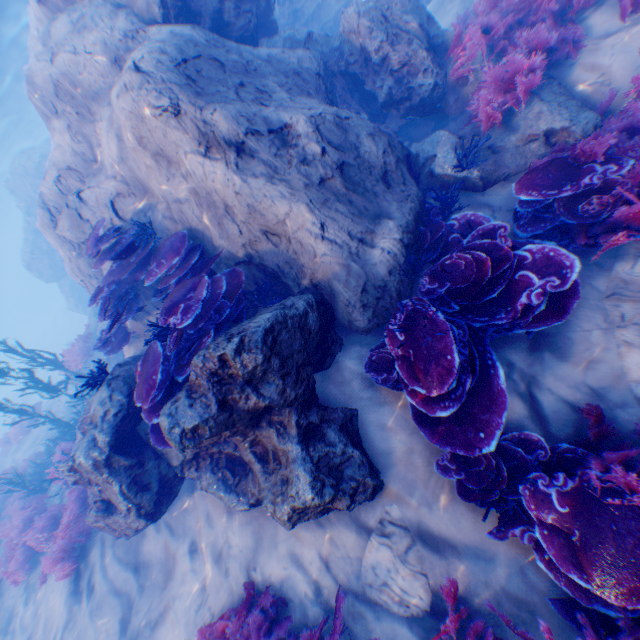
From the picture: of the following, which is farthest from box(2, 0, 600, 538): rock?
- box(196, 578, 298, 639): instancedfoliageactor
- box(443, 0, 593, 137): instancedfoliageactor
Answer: box(196, 578, 298, 639): instancedfoliageactor

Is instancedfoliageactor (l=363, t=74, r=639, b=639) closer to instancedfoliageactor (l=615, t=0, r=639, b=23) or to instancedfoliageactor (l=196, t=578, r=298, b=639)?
instancedfoliageactor (l=615, t=0, r=639, b=23)

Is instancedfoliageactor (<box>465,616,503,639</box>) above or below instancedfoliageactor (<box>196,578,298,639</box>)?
below

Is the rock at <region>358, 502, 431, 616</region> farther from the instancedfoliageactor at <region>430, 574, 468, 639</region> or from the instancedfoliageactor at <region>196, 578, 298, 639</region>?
the instancedfoliageactor at <region>196, 578, 298, 639</region>

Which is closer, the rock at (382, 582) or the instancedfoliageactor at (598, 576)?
the instancedfoliageactor at (598, 576)

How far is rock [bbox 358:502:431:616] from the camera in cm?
336

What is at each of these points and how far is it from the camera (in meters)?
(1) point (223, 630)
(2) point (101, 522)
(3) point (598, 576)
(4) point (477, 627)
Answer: (1) instancedfoliageactor, 4.09
(2) rock, 5.85
(3) instancedfoliageactor, 2.50
(4) instancedfoliageactor, 2.97

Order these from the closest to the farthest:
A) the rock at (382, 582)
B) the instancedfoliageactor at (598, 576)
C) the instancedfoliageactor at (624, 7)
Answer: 1. the instancedfoliageactor at (598, 576)
2. the rock at (382, 582)
3. the instancedfoliageactor at (624, 7)
